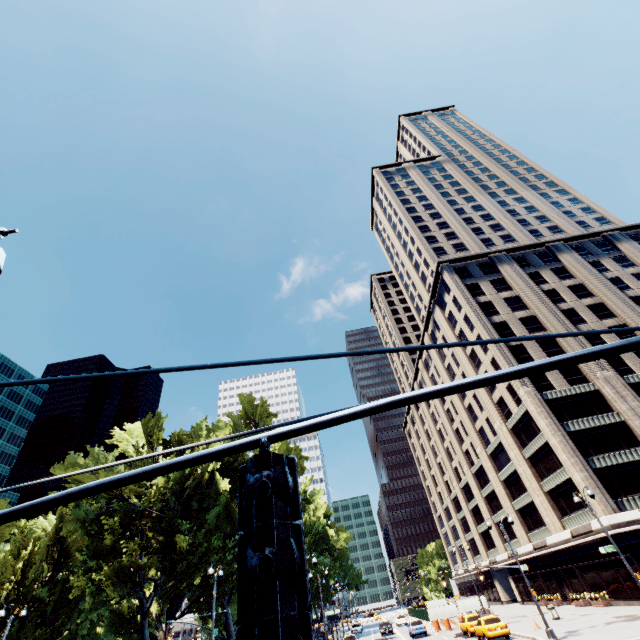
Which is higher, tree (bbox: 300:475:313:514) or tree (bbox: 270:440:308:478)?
tree (bbox: 270:440:308:478)

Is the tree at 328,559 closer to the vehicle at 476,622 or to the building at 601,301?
the building at 601,301

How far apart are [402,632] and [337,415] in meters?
64.8 m

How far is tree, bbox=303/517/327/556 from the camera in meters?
44.5 m

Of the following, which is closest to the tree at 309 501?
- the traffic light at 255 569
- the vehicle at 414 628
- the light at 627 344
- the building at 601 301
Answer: the building at 601 301

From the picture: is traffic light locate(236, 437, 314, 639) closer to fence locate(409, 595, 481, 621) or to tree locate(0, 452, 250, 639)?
tree locate(0, 452, 250, 639)

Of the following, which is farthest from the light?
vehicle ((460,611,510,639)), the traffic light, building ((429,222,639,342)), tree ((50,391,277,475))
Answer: building ((429,222,639,342))
